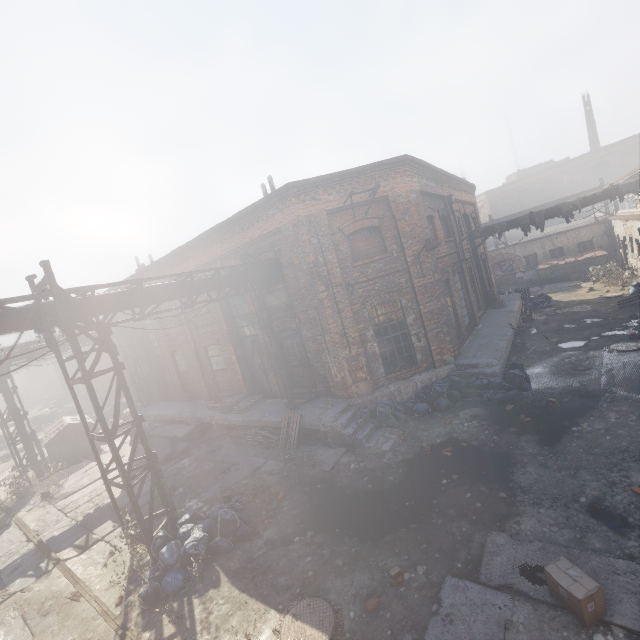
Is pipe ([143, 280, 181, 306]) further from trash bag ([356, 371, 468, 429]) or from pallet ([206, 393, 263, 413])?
trash bag ([356, 371, 468, 429])

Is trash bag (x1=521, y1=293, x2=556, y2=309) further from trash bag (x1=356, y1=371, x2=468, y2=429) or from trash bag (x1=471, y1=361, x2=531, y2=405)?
trash bag (x1=356, y1=371, x2=468, y2=429)

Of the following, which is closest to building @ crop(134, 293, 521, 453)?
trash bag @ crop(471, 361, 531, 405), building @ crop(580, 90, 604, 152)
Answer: trash bag @ crop(471, 361, 531, 405)

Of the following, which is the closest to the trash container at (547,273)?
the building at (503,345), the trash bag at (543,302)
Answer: the trash bag at (543,302)

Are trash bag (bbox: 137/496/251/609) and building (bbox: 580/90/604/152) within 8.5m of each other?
no

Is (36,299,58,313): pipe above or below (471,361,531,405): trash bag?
above

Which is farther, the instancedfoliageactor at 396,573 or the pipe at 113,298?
the pipe at 113,298

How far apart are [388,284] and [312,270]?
2.75m
